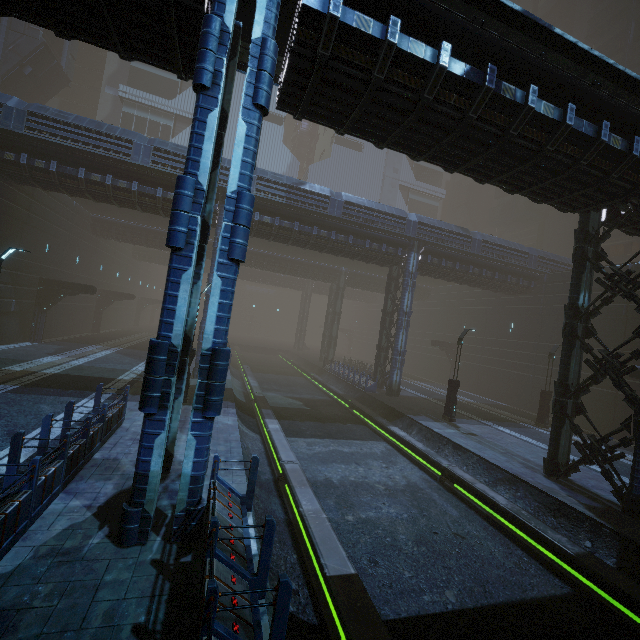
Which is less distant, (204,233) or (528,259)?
(204,233)

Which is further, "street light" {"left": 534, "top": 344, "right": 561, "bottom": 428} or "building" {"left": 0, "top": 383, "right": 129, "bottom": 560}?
"street light" {"left": 534, "top": 344, "right": 561, "bottom": 428}

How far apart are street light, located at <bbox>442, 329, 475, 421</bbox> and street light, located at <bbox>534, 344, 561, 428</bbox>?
7.0 meters

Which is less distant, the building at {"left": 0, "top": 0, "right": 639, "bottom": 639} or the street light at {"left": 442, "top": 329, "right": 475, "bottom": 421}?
the building at {"left": 0, "top": 0, "right": 639, "bottom": 639}

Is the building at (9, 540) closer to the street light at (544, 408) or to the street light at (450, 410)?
the street light at (544, 408)

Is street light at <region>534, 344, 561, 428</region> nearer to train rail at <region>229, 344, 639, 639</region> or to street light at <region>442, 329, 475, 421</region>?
street light at <region>442, 329, 475, 421</region>

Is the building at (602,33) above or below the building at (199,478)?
above

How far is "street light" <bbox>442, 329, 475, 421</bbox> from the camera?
18.9m
